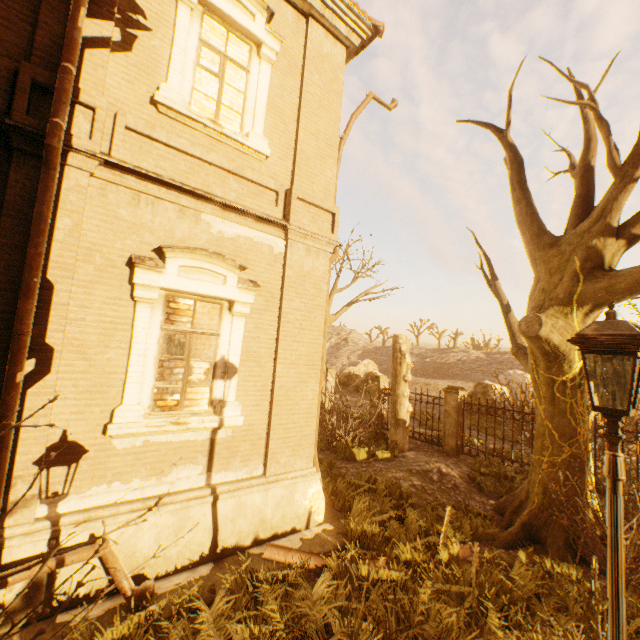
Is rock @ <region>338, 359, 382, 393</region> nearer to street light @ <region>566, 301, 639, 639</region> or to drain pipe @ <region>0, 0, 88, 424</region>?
drain pipe @ <region>0, 0, 88, 424</region>

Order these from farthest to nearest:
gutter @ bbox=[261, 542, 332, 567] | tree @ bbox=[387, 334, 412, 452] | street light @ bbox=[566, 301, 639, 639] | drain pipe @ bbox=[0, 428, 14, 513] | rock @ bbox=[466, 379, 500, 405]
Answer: rock @ bbox=[466, 379, 500, 405], tree @ bbox=[387, 334, 412, 452], gutter @ bbox=[261, 542, 332, 567], drain pipe @ bbox=[0, 428, 14, 513], street light @ bbox=[566, 301, 639, 639]

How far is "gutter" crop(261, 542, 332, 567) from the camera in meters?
5.3 m

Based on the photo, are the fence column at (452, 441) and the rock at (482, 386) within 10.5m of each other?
yes

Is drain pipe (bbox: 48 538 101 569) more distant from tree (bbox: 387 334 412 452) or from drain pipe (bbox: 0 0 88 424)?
tree (bbox: 387 334 412 452)

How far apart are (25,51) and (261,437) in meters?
6.5

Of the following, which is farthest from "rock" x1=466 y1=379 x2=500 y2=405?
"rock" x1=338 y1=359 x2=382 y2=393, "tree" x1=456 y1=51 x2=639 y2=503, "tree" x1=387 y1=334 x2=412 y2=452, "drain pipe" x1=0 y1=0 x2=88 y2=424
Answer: "tree" x1=387 y1=334 x2=412 y2=452

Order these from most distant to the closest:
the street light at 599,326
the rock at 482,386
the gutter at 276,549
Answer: the rock at 482,386 < the gutter at 276,549 < the street light at 599,326
